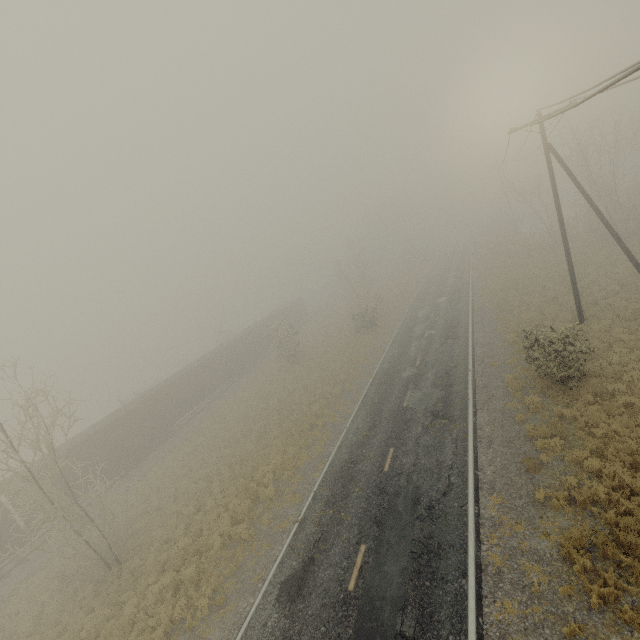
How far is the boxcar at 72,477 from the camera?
23.3 meters

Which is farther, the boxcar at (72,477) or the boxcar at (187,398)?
the boxcar at (187,398)

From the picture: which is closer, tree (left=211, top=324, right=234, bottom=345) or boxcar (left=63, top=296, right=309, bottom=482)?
boxcar (left=63, top=296, right=309, bottom=482)

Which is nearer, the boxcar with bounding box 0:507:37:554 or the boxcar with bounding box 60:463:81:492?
the boxcar with bounding box 0:507:37:554

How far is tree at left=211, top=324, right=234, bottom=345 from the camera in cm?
5647

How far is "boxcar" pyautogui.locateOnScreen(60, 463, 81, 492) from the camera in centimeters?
2330cm

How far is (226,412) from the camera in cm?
3275
